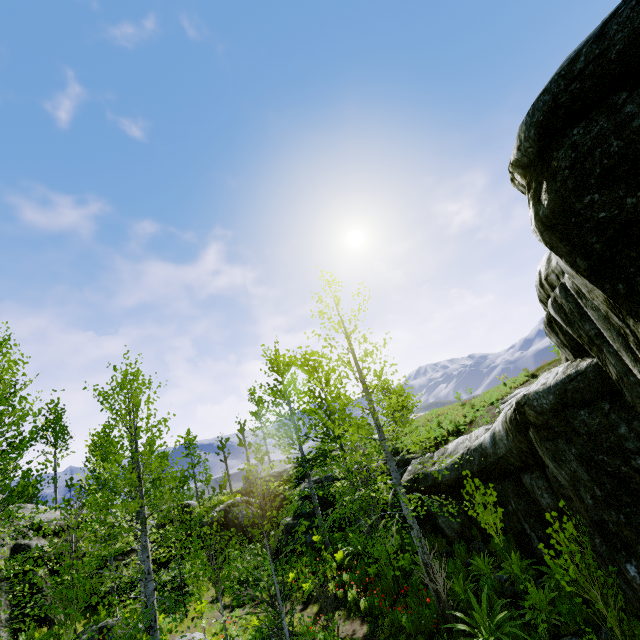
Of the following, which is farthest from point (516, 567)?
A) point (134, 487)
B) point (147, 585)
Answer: point (134, 487)

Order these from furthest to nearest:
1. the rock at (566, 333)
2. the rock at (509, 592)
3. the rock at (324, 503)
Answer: the rock at (324, 503), the rock at (509, 592), the rock at (566, 333)

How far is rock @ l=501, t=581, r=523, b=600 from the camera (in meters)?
7.91

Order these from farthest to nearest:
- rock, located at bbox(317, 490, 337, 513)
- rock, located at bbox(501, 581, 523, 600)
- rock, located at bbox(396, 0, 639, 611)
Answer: rock, located at bbox(317, 490, 337, 513)
rock, located at bbox(501, 581, 523, 600)
rock, located at bbox(396, 0, 639, 611)

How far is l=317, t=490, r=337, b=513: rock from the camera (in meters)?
18.58

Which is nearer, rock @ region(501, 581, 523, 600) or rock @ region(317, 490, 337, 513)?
rock @ region(501, 581, 523, 600)

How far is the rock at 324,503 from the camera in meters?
18.6 m
